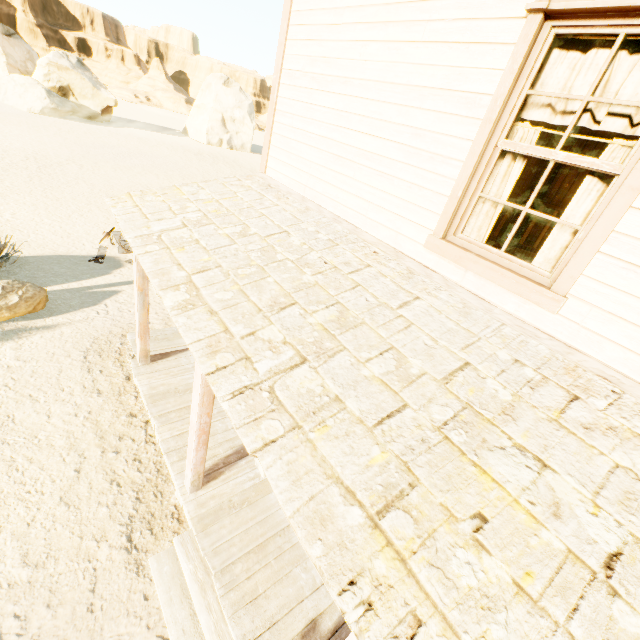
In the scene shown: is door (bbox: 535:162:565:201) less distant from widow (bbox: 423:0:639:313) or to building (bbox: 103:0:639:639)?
building (bbox: 103:0:639:639)

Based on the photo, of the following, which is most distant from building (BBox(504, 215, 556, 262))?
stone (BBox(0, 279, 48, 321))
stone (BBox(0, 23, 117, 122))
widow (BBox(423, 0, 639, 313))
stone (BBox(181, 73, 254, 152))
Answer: stone (BBox(0, 23, 117, 122))

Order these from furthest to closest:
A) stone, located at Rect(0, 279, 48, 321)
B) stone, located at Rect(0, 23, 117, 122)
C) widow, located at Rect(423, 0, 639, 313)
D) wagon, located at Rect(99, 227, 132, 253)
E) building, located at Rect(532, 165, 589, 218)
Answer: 1. stone, located at Rect(0, 23, 117, 122)
2. wagon, located at Rect(99, 227, 132, 253)
3. building, located at Rect(532, 165, 589, 218)
4. stone, located at Rect(0, 279, 48, 321)
5. widow, located at Rect(423, 0, 639, 313)

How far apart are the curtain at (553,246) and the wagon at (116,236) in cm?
909

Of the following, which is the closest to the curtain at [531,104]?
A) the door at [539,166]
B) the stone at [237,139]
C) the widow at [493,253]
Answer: the widow at [493,253]

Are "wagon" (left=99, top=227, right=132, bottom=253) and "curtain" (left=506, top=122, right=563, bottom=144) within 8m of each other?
no

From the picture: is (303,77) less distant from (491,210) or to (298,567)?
(491,210)

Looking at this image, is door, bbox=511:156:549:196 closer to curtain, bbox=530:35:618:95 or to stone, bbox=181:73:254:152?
curtain, bbox=530:35:618:95
